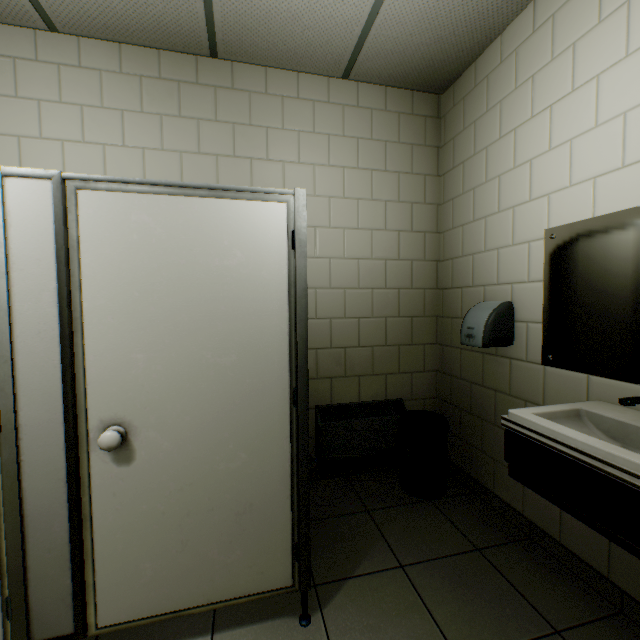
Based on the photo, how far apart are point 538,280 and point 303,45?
2.24m

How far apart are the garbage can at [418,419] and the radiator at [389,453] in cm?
16

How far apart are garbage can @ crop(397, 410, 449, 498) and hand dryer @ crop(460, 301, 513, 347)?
0.6 meters

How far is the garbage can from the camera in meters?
2.4 m

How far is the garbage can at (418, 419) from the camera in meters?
2.4 m

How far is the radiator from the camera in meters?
2.6 m

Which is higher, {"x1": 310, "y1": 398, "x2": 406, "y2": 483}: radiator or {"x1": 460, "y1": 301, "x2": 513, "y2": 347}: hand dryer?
{"x1": 460, "y1": 301, "x2": 513, "y2": 347}: hand dryer

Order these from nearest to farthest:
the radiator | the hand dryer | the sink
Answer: the sink
the hand dryer
the radiator
